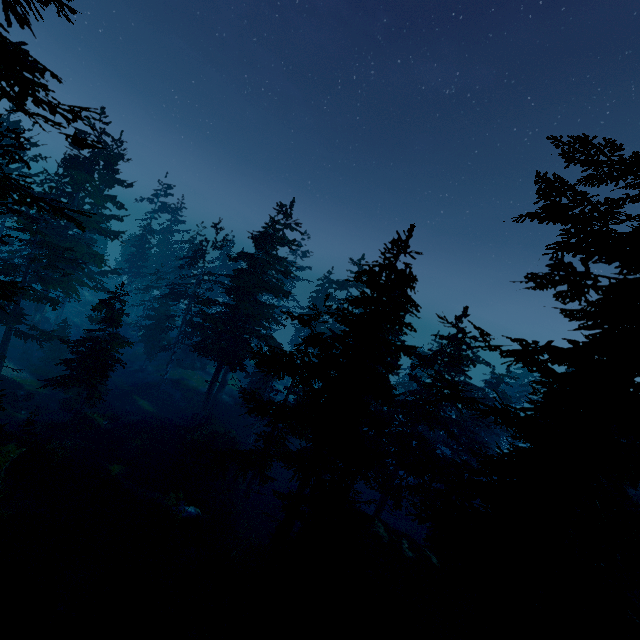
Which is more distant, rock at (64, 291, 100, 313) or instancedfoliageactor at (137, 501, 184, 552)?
rock at (64, 291, 100, 313)

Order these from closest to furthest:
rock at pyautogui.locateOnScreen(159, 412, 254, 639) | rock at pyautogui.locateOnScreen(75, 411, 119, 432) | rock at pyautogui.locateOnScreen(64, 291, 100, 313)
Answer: rock at pyautogui.locateOnScreen(159, 412, 254, 639) < rock at pyautogui.locateOnScreen(75, 411, 119, 432) < rock at pyautogui.locateOnScreen(64, 291, 100, 313)

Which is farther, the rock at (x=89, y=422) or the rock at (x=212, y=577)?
the rock at (x=89, y=422)

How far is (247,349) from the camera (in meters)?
34.28

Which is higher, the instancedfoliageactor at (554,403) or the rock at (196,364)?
the instancedfoliageactor at (554,403)

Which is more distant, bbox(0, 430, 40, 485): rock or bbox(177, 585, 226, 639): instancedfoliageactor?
bbox(0, 430, 40, 485): rock

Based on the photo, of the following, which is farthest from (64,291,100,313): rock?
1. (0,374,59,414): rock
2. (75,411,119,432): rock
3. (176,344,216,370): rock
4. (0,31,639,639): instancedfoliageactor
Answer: (75,411,119,432): rock

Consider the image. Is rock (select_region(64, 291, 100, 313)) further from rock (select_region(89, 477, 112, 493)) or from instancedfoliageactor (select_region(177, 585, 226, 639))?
rock (select_region(89, 477, 112, 493))
